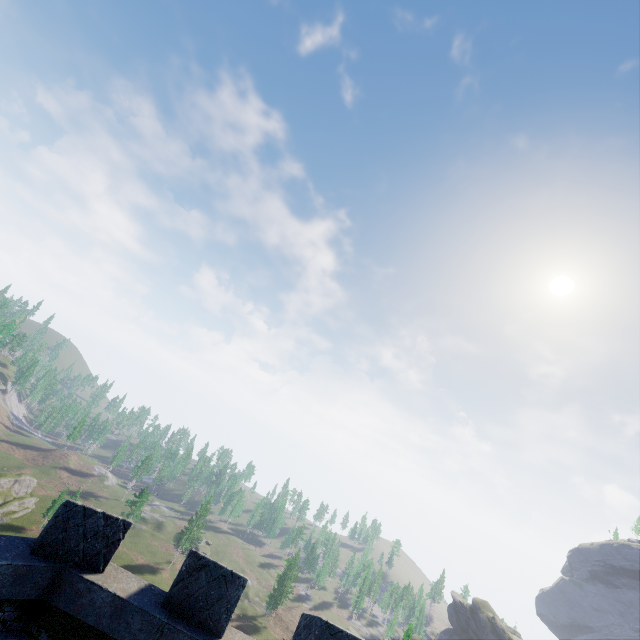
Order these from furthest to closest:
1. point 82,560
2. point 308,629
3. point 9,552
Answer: point 308,629
point 82,560
point 9,552
